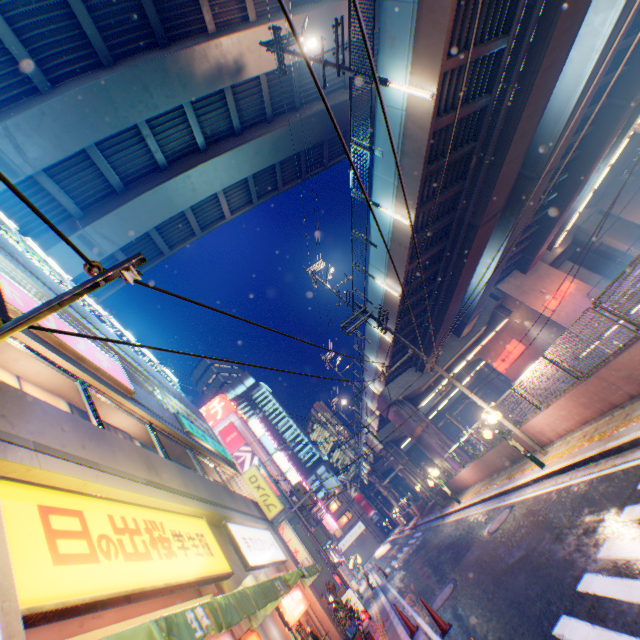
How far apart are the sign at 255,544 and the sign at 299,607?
0.8 meters

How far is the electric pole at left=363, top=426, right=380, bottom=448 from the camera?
27.9 meters

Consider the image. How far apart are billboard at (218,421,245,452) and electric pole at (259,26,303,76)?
45.6m

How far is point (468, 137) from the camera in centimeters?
1330cm

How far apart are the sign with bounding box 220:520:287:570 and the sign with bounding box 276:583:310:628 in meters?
0.8

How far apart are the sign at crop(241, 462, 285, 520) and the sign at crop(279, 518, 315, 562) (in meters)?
7.69

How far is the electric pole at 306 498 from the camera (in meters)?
14.93

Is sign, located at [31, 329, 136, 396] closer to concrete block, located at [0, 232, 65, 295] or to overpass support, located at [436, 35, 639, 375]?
concrete block, located at [0, 232, 65, 295]
